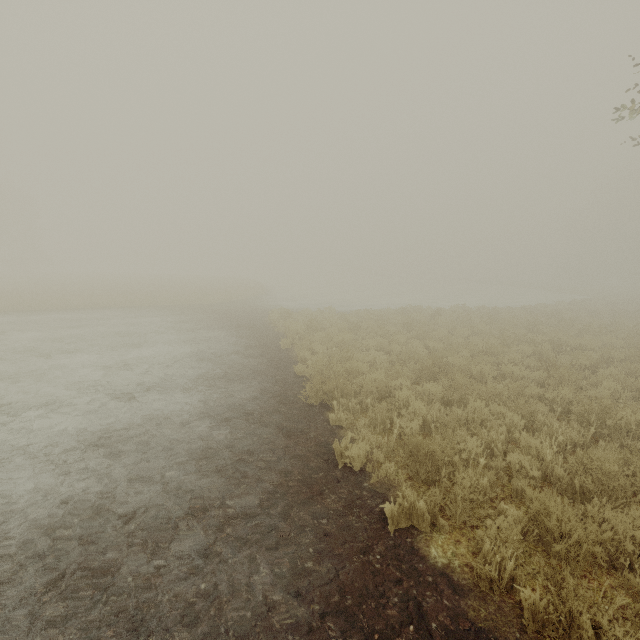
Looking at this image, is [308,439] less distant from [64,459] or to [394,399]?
[394,399]
